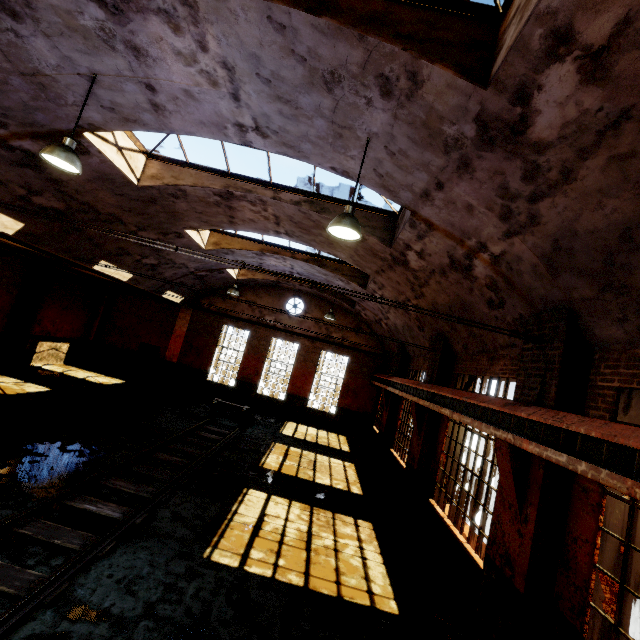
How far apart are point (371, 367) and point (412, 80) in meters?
16.8

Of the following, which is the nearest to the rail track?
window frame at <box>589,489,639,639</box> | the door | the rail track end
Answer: the rail track end

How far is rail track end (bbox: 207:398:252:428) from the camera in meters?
14.1 m

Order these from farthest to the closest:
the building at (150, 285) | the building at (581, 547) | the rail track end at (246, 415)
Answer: the rail track end at (246, 415) < the building at (150, 285) < the building at (581, 547)

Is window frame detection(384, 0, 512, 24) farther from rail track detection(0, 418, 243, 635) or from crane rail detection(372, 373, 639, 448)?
rail track detection(0, 418, 243, 635)

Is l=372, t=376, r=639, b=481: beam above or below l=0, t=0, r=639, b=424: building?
below

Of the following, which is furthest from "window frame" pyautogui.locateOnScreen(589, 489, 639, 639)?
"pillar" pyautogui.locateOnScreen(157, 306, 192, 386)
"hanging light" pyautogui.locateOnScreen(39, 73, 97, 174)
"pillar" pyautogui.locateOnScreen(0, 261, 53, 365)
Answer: "pillar" pyautogui.locateOnScreen(0, 261, 53, 365)

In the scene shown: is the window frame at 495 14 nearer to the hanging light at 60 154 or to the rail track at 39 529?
the hanging light at 60 154
